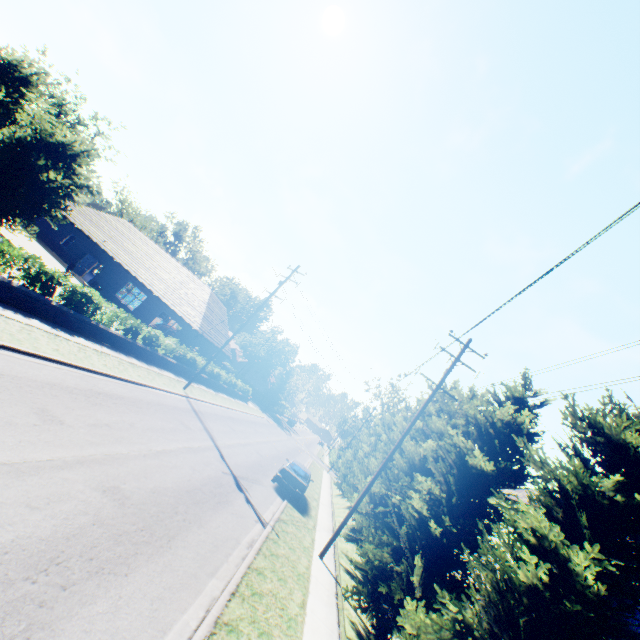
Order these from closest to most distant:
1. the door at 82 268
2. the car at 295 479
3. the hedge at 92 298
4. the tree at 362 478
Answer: the hedge at 92 298 → the car at 295 479 → the tree at 362 478 → the door at 82 268

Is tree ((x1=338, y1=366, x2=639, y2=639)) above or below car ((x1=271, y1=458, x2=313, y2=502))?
above

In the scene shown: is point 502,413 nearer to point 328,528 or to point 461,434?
point 461,434

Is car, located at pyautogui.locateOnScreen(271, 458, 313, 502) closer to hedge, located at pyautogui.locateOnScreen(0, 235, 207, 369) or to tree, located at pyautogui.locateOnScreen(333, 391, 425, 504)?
tree, located at pyautogui.locateOnScreen(333, 391, 425, 504)

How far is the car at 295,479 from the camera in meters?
17.5

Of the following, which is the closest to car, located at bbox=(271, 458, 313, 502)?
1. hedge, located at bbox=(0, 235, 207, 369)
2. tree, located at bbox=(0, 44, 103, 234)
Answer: tree, located at bbox=(0, 44, 103, 234)

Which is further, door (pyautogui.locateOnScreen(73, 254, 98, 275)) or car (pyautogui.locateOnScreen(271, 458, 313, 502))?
door (pyautogui.locateOnScreen(73, 254, 98, 275))

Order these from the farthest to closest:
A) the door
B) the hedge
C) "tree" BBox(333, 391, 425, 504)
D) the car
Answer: the door
"tree" BBox(333, 391, 425, 504)
the car
the hedge
